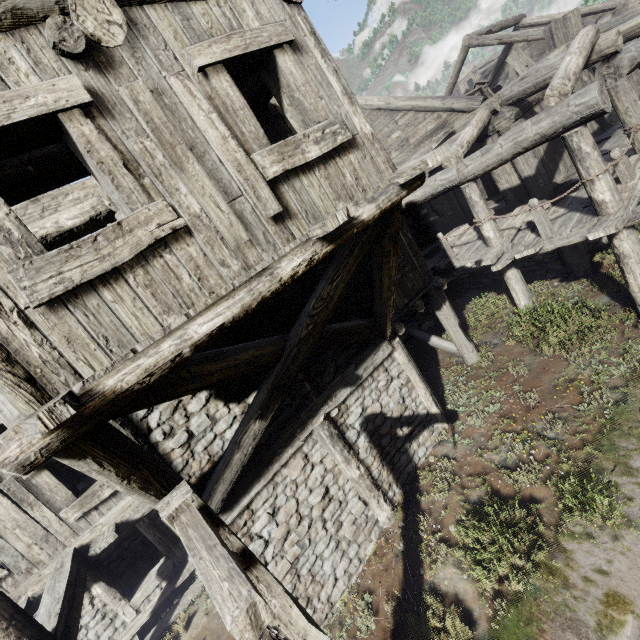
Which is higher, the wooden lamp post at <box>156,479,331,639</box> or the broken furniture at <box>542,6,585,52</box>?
the broken furniture at <box>542,6,585,52</box>

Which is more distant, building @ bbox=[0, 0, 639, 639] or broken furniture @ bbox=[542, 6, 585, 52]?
broken furniture @ bbox=[542, 6, 585, 52]

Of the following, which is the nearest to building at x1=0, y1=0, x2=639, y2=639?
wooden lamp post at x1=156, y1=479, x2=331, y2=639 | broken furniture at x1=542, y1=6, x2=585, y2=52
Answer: broken furniture at x1=542, y1=6, x2=585, y2=52

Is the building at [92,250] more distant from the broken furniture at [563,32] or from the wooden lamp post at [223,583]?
the wooden lamp post at [223,583]

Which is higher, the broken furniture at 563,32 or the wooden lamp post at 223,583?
the broken furniture at 563,32

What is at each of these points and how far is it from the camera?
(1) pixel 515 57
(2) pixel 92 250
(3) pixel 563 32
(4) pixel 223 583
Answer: (1) broken furniture, 12.1 meters
(2) building, 2.6 meters
(3) broken furniture, 11.1 meters
(4) wooden lamp post, 1.8 meters

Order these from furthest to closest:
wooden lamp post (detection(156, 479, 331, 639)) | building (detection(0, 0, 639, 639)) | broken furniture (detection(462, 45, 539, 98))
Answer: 1. broken furniture (detection(462, 45, 539, 98))
2. building (detection(0, 0, 639, 639))
3. wooden lamp post (detection(156, 479, 331, 639))

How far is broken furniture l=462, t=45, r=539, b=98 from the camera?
10.5 meters
